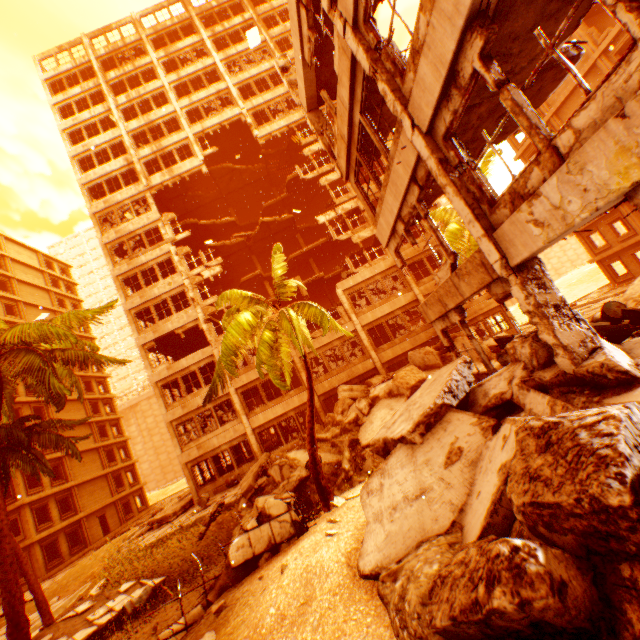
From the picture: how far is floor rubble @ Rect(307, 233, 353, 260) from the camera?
30.09m

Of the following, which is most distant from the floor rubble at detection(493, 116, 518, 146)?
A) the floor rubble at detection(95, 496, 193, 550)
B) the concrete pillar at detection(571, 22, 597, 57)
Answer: the concrete pillar at detection(571, 22, 597, 57)

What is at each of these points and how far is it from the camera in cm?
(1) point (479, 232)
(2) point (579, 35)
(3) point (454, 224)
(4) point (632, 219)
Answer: (1) pillar, 581
(2) concrete pillar, 2270
(3) rubble, 1838
(4) concrete pillar, 2495

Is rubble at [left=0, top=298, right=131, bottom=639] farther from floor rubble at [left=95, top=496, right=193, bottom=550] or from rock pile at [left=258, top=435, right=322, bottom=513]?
floor rubble at [left=95, top=496, right=193, bottom=550]

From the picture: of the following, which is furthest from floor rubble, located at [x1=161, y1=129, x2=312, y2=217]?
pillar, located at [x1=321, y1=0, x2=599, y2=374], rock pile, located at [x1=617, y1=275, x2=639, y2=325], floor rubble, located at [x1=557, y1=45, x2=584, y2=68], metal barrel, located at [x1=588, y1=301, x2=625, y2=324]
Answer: metal barrel, located at [x1=588, y1=301, x2=625, y2=324]

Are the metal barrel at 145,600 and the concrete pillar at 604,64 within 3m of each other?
no

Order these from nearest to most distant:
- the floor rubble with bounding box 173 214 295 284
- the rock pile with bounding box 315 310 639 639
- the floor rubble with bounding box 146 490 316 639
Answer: the rock pile with bounding box 315 310 639 639 → the floor rubble with bounding box 146 490 316 639 → the floor rubble with bounding box 173 214 295 284

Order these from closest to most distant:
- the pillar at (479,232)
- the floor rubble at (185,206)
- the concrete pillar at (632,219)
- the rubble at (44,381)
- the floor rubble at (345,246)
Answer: the pillar at (479,232)
the rubble at (44,381)
the concrete pillar at (632,219)
the floor rubble at (185,206)
the floor rubble at (345,246)
